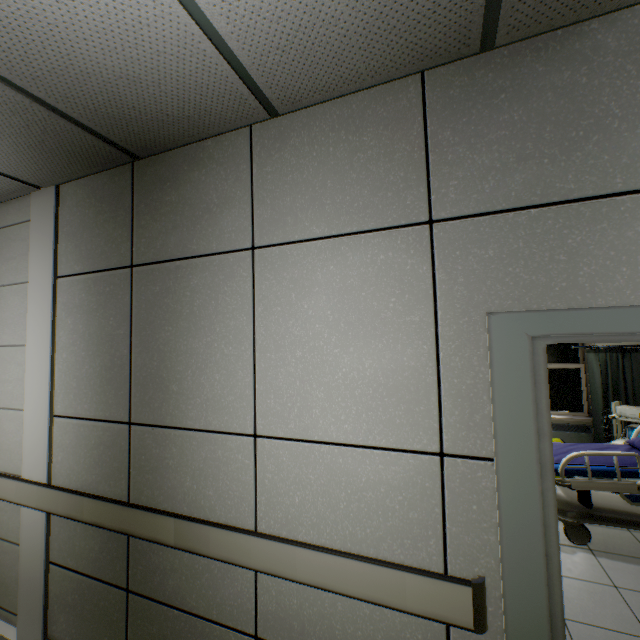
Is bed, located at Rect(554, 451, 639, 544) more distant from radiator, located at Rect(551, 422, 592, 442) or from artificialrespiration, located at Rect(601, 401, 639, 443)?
radiator, located at Rect(551, 422, 592, 442)

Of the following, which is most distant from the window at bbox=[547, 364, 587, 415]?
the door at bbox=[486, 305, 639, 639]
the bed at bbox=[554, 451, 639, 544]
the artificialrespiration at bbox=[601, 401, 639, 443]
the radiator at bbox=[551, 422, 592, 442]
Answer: the door at bbox=[486, 305, 639, 639]

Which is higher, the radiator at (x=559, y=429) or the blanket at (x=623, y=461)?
the blanket at (x=623, y=461)

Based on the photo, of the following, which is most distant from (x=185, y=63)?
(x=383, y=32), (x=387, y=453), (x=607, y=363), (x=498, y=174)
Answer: (x=607, y=363)

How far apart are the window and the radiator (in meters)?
0.22

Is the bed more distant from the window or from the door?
the window

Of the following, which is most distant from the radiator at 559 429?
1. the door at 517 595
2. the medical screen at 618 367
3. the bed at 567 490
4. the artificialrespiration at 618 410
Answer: the door at 517 595

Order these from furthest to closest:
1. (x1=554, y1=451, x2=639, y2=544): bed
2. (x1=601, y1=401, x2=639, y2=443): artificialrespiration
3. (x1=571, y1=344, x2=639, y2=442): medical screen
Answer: (x1=571, y1=344, x2=639, y2=442): medical screen < (x1=601, y1=401, x2=639, y2=443): artificialrespiration < (x1=554, y1=451, x2=639, y2=544): bed
